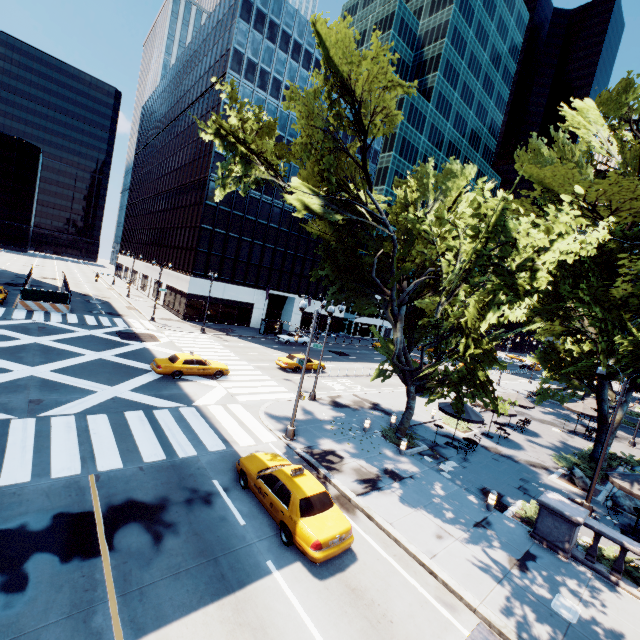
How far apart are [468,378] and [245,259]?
38.3 meters

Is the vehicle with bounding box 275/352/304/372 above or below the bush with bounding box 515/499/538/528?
above

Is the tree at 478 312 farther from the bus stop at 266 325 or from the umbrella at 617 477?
the bus stop at 266 325

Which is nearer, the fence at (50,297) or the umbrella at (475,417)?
the umbrella at (475,417)

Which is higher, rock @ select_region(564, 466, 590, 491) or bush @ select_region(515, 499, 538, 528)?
rock @ select_region(564, 466, 590, 491)

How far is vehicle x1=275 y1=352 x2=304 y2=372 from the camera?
29.5m

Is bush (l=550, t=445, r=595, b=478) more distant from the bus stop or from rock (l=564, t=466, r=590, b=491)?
the bus stop

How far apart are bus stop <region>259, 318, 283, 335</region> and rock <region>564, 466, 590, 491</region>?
34.44m
